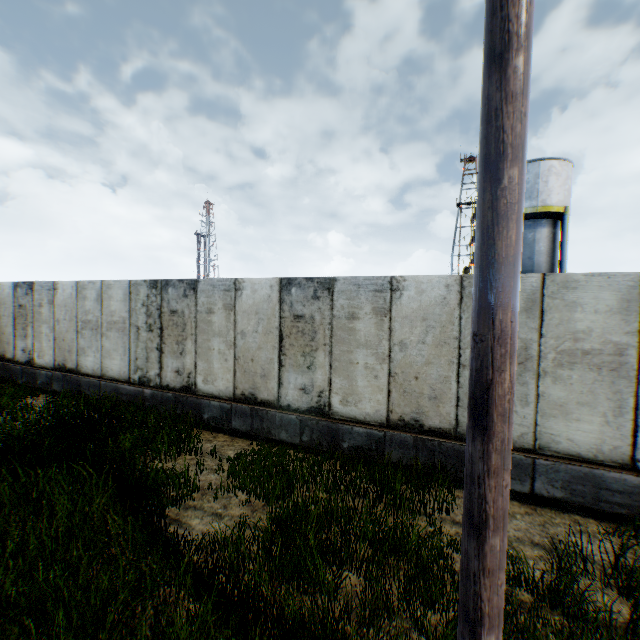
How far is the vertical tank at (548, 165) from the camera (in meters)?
19.48

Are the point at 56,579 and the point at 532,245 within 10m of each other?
no

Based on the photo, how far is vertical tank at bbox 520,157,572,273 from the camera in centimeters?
1948cm

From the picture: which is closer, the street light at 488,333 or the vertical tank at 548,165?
the street light at 488,333

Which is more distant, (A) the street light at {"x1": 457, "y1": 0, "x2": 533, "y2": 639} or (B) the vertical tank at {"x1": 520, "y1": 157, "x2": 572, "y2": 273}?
(B) the vertical tank at {"x1": 520, "y1": 157, "x2": 572, "y2": 273}

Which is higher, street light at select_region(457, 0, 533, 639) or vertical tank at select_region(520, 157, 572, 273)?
vertical tank at select_region(520, 157, 572, 273)
